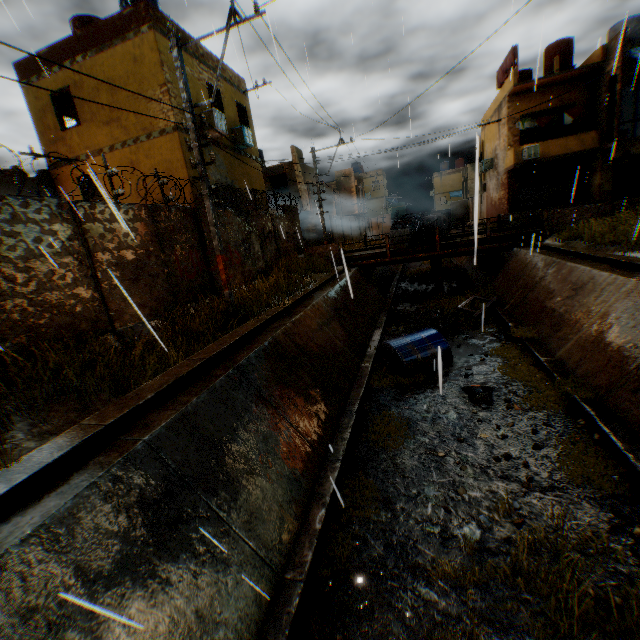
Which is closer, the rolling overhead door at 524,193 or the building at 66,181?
the building at 66,181

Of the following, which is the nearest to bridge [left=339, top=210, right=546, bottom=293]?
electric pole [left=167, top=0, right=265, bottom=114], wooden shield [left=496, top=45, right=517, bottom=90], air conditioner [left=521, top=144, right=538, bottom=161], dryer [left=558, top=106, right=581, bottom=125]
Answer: air conditioner [left=521, top=144, right=538, bottom=161]

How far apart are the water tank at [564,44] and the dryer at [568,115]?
2.99m

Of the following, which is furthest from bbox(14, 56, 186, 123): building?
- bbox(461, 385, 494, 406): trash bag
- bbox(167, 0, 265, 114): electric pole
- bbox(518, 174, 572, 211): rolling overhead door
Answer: bbox(167, 0, 265, 114): electric pole

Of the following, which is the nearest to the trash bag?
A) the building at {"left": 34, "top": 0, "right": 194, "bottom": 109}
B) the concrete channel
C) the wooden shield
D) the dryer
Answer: the concrete channel

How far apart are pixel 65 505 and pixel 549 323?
11.4m

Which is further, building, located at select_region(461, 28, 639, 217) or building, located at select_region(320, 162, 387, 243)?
building, located at select_region(320, 162, 387, 243)

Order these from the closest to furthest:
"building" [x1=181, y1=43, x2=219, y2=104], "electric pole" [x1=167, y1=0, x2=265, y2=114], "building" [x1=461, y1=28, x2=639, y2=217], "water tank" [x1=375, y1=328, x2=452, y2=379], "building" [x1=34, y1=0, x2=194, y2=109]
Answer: "electric pole" [x1=167, y1=0, x2=265, y2=114]
"water tank" [x1=375, y1=328, x2=452, y2=379]
"building" [x1=34, y1=0, x2=194, y2=109]
"building" [x1=181, y1=43, x2=219, y2=104]
"building" [x1=461, y1=28, x2=639, y2=217]
